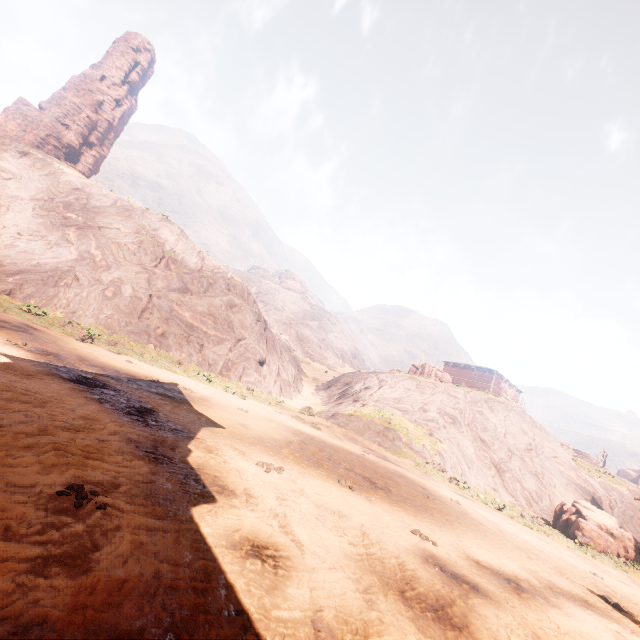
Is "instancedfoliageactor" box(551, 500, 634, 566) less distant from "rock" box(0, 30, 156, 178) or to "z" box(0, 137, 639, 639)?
"z" box(0, 137, 639, 639)

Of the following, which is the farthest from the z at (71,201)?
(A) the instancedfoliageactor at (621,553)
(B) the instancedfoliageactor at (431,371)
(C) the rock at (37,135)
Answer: (C) the rock at (37,135)

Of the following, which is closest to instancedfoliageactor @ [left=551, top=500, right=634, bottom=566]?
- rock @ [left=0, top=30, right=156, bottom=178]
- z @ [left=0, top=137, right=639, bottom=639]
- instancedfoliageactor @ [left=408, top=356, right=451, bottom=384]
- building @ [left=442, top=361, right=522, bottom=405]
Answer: z @ [left=0, top=137, right=639, bottom=639]

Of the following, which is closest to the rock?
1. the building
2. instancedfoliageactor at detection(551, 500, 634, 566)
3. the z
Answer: the z

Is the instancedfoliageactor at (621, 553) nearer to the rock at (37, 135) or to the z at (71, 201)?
the z at (71, 201)

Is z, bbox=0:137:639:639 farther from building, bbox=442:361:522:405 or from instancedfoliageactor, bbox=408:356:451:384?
instancedfoliageactor, bbox=408:356:451:384

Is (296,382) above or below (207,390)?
above
